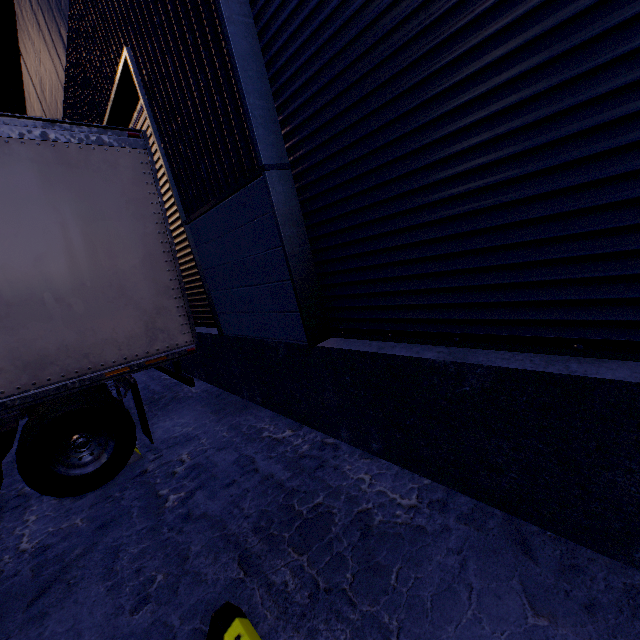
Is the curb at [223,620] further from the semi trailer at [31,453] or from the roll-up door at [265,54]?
the semi trailer at [31,453]

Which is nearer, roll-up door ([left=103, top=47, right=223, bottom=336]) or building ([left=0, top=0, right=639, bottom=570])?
building ([left=0, top=0, right=639, bottom=570])

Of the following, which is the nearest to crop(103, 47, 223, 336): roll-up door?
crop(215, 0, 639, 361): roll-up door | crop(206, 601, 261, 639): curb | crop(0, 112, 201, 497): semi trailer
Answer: crop(0, 112, 201, 497): semi trailer

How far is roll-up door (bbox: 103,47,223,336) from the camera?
3.8m

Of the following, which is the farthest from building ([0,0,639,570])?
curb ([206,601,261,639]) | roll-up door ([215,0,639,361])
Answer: curb ([206,601,261,639])

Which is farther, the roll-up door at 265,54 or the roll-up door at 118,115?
the roll-up door at 118,115

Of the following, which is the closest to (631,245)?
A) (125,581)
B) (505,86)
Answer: (505,86)

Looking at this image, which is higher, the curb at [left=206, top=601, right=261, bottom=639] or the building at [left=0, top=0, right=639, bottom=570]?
the building at [left=0, top=0, right=639, bottom=570]
